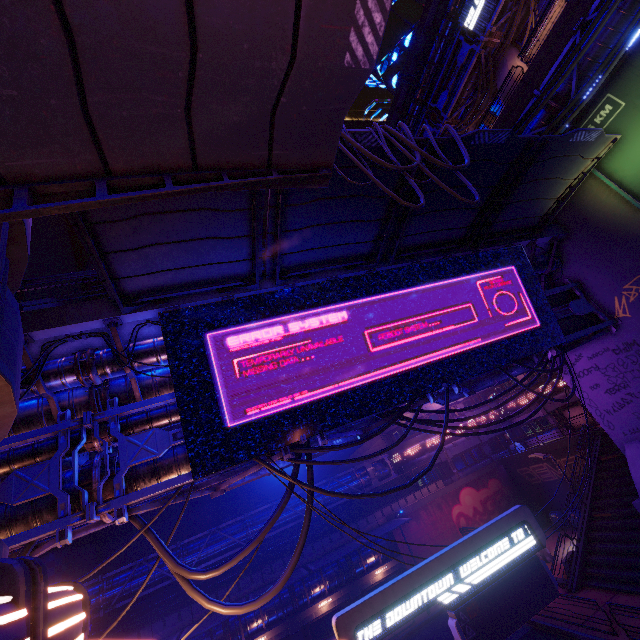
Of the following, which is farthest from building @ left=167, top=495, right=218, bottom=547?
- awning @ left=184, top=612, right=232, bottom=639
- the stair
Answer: the stair

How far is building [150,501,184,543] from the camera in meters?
33.6 m

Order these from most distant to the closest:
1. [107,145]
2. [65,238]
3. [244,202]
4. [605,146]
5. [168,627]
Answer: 1. [65,238]
2. [168,627]
3. [605,146]
4. [244,202]
5. [107,145]

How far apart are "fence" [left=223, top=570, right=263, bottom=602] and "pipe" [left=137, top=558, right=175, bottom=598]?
0.0 meters

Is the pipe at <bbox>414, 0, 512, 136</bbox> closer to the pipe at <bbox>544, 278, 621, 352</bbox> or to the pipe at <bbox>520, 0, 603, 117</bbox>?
the pipe at <bbox>520, 0, 603, 117</bbox>

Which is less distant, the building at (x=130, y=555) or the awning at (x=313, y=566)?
the awning at (x=313, y=566)

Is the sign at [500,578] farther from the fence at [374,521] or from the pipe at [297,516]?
the fence at [374,521]

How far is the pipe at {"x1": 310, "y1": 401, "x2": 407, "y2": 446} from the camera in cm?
903
